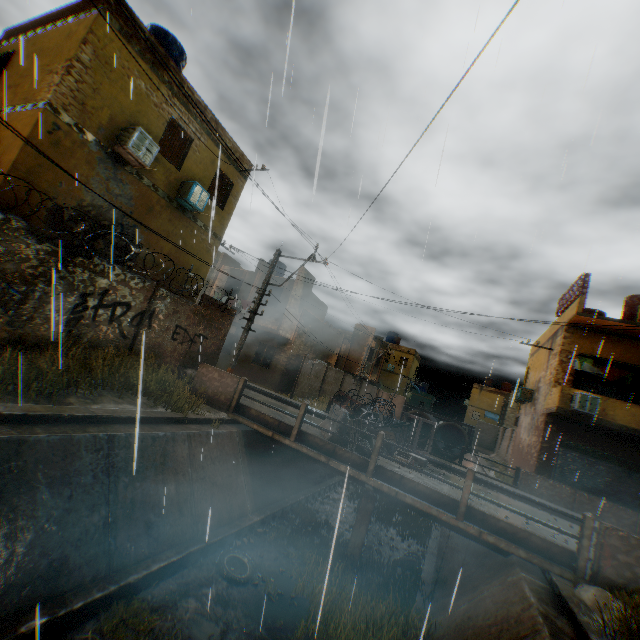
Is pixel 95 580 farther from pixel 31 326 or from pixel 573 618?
pixel 573 618

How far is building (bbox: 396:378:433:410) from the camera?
43.50m

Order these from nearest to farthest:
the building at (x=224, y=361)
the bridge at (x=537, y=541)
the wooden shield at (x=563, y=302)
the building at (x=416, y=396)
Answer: the bridge at (x=537, y=541)
the wooden shield at (x=563, y=302)
the building at (x=224, y=361)
the building at (x=416, y=396)

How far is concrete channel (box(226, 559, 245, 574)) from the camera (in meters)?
7.49

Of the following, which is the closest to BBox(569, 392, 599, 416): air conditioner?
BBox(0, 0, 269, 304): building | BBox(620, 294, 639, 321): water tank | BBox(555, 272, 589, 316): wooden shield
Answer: BBox(0, 0, 269, 304): building

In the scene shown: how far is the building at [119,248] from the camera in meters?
10.1

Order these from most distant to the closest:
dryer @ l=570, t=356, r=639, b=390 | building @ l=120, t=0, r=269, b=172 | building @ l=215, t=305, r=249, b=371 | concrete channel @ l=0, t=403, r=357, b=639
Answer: building @ l=215, t=305, r=249, b=371
dryer @ l=570, t=356, r=639, b=390
building @ l=120, t=0, r=269, b=172
concrete channel @ l=0, t=403, r=357, b=639
